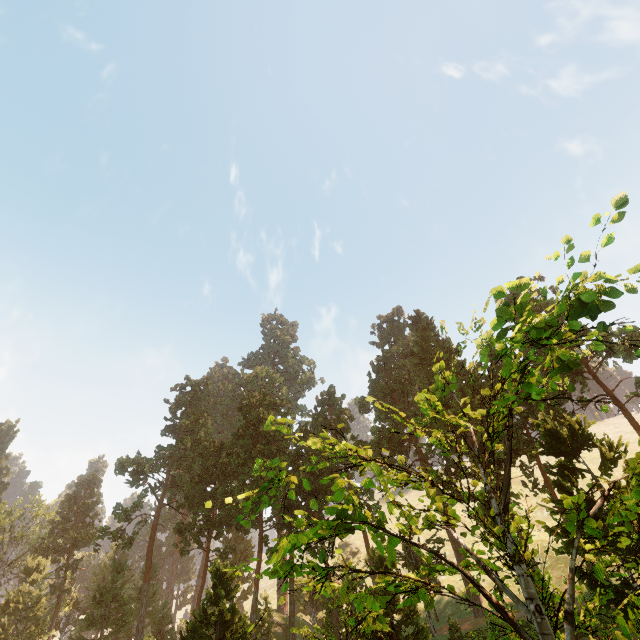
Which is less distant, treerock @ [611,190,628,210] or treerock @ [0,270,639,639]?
treerock @ [611,190,628,210]

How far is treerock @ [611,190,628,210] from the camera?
4.8m

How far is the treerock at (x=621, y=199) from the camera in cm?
480

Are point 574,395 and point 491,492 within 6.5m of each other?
yes

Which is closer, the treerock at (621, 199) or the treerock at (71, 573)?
the treerock at (621, 199)
